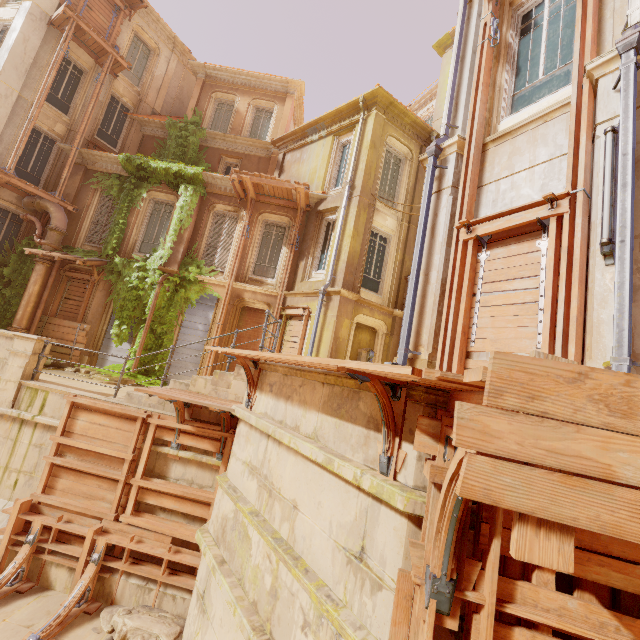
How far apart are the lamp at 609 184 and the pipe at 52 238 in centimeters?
1641cm

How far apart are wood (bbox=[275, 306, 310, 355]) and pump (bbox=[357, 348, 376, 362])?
1.95m

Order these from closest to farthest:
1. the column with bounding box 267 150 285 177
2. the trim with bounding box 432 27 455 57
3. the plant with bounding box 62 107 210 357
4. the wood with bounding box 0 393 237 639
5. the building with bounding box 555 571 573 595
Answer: the building with bounding box 555 571 573 595
the wood with bounding box 0 393 237 639
the plant with bounding box 62 107 210 357
the trim with bounding box 432 27 455 57
the column with bounding box 267 150 285 177

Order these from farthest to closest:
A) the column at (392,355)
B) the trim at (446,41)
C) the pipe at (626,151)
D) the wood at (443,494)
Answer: the trim at (446,41)
the column at (392,355)
the pipe at (626,151)
the wood at (443,494)

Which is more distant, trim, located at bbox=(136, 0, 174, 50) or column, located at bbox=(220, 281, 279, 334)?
trim, located at bbox=(136, 0, 174, 50)

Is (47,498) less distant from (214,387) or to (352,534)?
(214,387)

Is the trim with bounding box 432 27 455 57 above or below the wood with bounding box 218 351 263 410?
above

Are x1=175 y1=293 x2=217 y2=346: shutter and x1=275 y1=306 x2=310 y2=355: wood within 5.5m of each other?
yes
